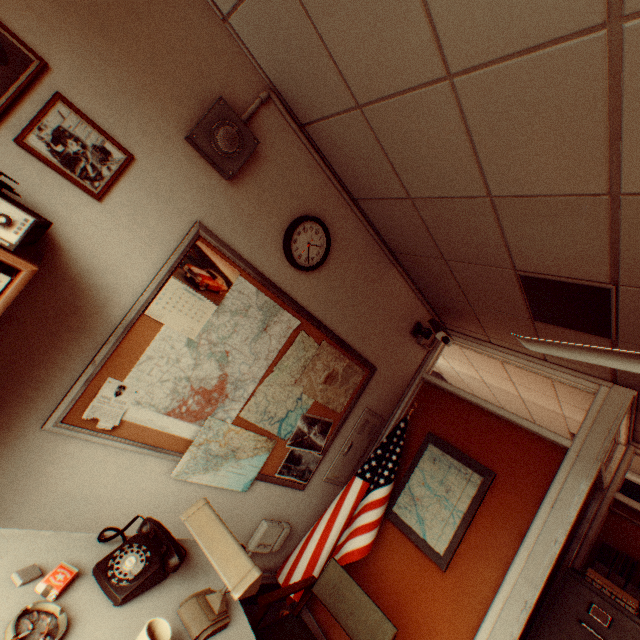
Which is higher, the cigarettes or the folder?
the folder

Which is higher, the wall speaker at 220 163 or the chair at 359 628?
the wall speaker at 220 163

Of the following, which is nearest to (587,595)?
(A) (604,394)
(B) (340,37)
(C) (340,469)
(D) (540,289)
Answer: (A) (604,394)

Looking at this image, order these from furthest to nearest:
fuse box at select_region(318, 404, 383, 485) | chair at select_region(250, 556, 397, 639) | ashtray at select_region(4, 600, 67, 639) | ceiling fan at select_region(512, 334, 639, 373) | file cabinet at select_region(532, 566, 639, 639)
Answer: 1. fuse box at select_region(318, 404, 383, 485)
2. file cabinet at select_region(532, 566, 639, 639)
3. chair at select_region(250, 556, 397, 639)
4. ceiling fan at select_region(512, 334, 639, 373)
5. ashtray at select_region(4, 600, 67, 639)

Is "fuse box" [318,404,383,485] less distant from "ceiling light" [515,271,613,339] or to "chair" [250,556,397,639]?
"chair" [250,556,397,639]

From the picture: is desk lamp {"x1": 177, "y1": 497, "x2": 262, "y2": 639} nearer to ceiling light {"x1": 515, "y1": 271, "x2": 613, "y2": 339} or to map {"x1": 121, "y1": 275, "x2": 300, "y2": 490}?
map {"x1": 121, "y1": 275, "x2": 300, "y2": 490}

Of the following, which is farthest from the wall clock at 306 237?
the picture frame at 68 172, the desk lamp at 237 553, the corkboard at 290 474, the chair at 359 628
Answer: the chair at 359 628

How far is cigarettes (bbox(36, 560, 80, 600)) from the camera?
1.2 meters
